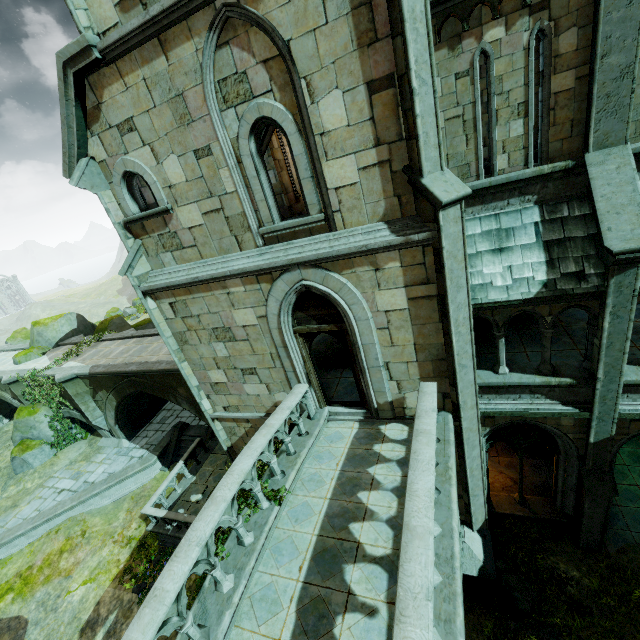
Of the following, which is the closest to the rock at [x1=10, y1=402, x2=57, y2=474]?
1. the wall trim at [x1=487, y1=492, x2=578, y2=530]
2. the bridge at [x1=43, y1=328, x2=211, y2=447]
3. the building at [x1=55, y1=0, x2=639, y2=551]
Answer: the bridge at [x1=43, y1=328, x2=211, y2=447]

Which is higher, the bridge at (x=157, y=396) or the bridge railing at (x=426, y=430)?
the bridge railing at (x=426, y=430)

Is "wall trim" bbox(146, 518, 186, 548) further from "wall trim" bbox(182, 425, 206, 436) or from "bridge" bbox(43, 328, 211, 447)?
"bridge" bbox(43, 328, 211, 447)

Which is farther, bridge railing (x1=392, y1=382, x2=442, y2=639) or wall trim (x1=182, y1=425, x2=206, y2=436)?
wall trim (x1=182, y1=425, x2=206, y2=436)

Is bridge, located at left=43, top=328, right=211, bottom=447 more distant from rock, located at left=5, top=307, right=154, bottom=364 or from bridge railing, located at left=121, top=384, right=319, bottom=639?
bridge railing, located at left=121, top=384, right=319, bottom=639

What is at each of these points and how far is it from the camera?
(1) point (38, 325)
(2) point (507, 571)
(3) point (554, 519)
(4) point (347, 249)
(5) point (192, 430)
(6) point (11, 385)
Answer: (1) rock, 21.8 meters
(2) plant, 9.1 meters
(3) wall trim, 10.0 meters
(4) building, 6.2 meters
(5) wall trim, 17.7 meters
(6) bridge, 18.5 meters

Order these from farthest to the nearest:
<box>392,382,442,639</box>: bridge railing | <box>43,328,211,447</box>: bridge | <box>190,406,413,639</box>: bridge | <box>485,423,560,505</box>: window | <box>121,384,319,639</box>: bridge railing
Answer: <box>43,328,211,447</box>: bridge < <box>485,423,560,505</box>: window < <box>190,406,413,639</box>: bridge < <box>121,384,319,639</box>: bridge railing < <box>392,382,442,639</box>: bridge railing

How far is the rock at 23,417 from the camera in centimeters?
1800cm
